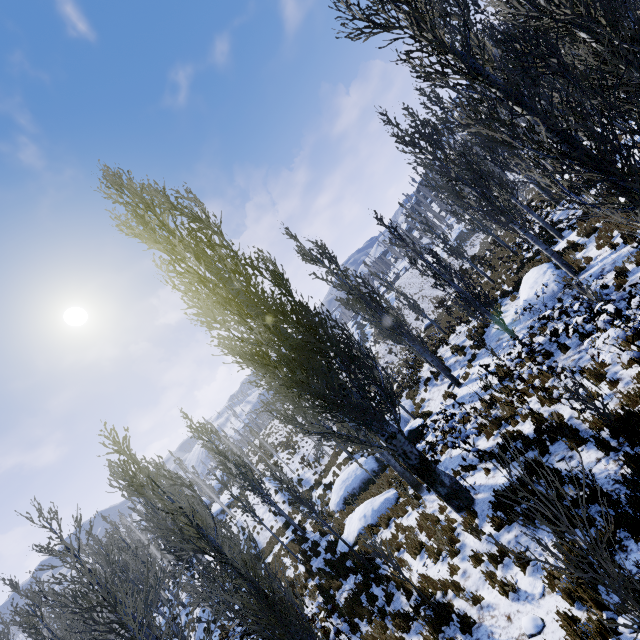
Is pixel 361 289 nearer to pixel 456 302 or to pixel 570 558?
pixel 456 302

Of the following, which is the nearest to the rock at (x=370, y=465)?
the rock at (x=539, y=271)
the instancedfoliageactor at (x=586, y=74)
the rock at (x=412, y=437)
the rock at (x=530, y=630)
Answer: the rock at (x=412, y=437)

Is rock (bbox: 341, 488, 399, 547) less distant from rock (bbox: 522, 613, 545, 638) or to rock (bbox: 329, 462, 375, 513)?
rock (bbox: 329, 462, 375, 513)

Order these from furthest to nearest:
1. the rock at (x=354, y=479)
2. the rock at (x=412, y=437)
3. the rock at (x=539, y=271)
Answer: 1. the rock at (x=354, y=479)
2. the rock at (x=412, y=437)
3. the rock at (x=539, y=271)

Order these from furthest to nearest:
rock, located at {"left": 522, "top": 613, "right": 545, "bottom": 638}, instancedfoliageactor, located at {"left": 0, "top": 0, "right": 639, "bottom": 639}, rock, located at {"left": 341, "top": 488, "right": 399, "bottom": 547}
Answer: rock, located at {"left": 341, "top": 488, "right": 399, "bottom": 547} < rock, located at {"left": 522, "top": 613, "right": 545, "bottom": 638} < instancedfoliageactor, located at {"left": 0, "top": 0, "right": 639, "bottom": 639}

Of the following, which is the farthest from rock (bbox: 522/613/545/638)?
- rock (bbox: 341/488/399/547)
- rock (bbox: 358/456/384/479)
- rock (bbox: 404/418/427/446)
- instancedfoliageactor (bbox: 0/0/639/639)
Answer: rock (bbox: 358/456/384/479)

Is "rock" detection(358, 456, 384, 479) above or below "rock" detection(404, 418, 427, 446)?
below

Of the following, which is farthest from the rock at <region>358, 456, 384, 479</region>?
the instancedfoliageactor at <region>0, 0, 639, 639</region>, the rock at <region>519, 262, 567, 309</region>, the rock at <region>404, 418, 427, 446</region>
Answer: the rock at <region>519, 262, 567, 309</region>
